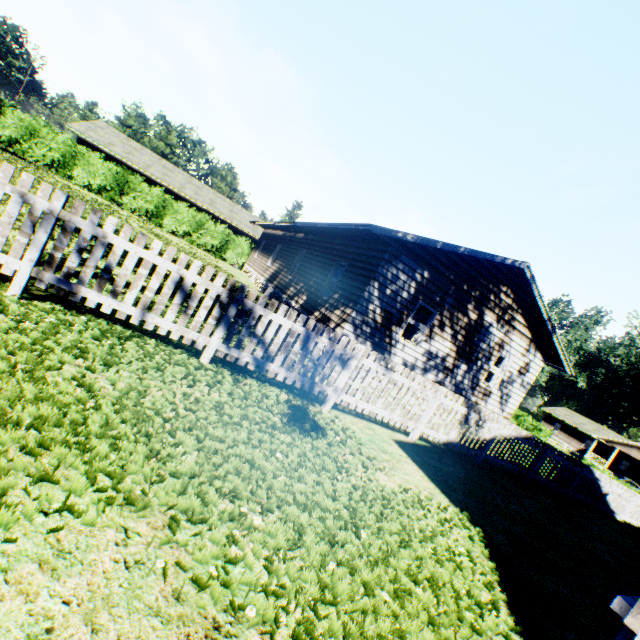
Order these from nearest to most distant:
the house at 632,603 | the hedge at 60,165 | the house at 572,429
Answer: the house at 632,603
the hedge at 60,165
the house at 572,429

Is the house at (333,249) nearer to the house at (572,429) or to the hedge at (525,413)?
the hedge at (525,413)

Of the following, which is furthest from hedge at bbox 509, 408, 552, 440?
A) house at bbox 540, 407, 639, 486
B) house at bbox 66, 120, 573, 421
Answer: house at bbox 66, 120, 573, 421

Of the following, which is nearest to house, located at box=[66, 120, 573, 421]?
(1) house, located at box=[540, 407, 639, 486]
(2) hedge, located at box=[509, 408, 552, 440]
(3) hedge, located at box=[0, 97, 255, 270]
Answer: (3) hedge, located at box=[0, 97, 255, 270]

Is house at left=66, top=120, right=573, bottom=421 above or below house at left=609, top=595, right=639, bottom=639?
above

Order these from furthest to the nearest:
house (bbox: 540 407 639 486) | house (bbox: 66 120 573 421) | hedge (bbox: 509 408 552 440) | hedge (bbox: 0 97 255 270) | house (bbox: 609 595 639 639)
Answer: house (bbox: 540 407 639 486) → hedge (bbox: 509 408 552 440) → hedge (bbox: 0 97 255 270) → house (bbox: 66 120 573 421) → house (bbox: 609 595 639 639)

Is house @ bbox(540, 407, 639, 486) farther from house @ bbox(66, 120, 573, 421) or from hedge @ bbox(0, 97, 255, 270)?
hedge @ bbox(0, 97, 255, 270)

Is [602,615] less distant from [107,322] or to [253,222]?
[107,322]
